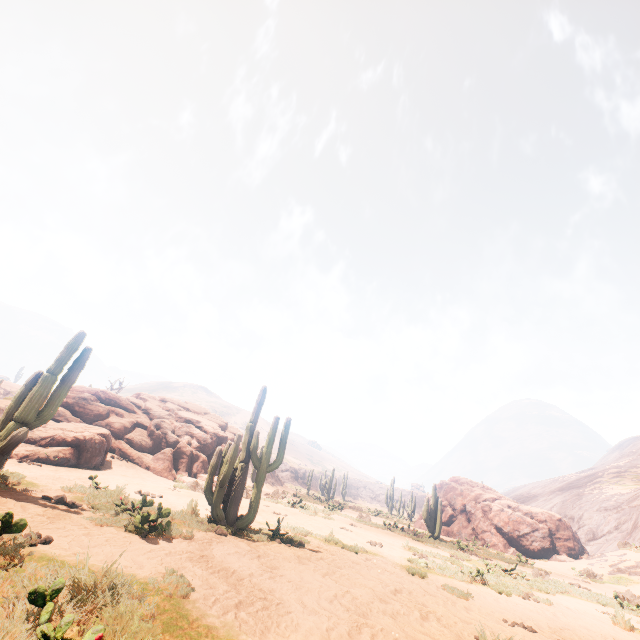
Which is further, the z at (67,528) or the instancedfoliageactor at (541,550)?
the instancedfoliageactor at (541,550)

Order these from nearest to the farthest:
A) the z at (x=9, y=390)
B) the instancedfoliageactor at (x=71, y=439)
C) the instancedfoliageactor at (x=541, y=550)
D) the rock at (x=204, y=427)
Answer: the instancedfoliageactor at (x=71, y=439), the rock at (x=204, y=427), the z at (x=9, y=390), the instancedfoliageactor at (x=541, y=550)

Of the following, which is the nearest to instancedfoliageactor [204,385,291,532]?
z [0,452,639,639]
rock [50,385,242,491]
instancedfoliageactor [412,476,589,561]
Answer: z [0,452,639,639]

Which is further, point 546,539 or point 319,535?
point 546,539

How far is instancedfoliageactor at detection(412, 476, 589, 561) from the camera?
21.6m

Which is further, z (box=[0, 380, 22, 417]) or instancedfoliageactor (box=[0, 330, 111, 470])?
z (box=[0, 380, 22, 417])

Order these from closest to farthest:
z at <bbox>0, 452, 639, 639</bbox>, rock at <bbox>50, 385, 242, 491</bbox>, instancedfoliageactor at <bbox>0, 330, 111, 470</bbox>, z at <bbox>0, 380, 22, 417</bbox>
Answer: z at <bbox>0, 452, 639, 639</bbox>
instancedfoliageactor at <bbox>0, 330, 111, 470</bbox>
rock at <bbox>50, 385, 242, 491</bbox>
z at <bbox>0, 380, 22, 417</bbox>

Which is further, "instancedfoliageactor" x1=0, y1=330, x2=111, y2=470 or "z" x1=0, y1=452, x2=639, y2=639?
→ "instancedfoliageactor" x1=0, y1=330, x2=111, y2=470
